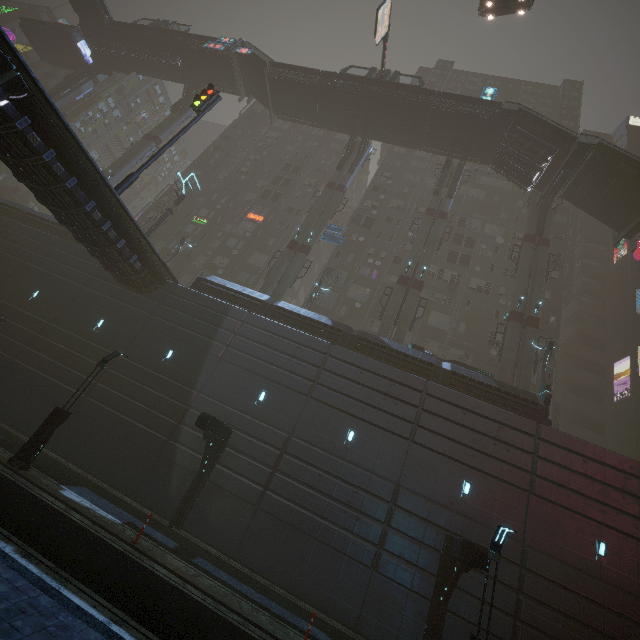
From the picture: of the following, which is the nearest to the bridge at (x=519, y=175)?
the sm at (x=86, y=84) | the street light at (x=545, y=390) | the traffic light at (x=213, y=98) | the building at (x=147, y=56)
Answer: the street light at (x=545, y=390)

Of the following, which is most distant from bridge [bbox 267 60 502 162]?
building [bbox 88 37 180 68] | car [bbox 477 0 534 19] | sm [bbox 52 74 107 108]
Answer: building [bbox 88 37 180 68]

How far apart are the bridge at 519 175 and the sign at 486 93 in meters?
3.8

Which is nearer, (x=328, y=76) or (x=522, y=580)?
(x=522, y=580)

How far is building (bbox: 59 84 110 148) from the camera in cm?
5569

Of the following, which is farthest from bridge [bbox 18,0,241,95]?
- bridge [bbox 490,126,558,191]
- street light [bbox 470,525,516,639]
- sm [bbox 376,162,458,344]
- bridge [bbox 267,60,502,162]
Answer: street light [bbox 470,525,516,639]

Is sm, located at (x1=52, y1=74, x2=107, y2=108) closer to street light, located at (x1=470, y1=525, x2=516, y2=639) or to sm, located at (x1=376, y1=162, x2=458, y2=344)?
sm, located at (x1=376, y1=162, x2=458, y2=344)

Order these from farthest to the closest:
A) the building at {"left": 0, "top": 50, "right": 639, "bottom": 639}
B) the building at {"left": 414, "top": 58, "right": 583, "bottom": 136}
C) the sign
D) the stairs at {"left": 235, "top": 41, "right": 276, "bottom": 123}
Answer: the building at {"left": 414, "top": 58, "right": 583, "bottom": 136} → the stairs at {"left": 235, "top": 41, "right": 276, "bottom": 123} → the sign → the building at {"left": 0, "top": 50, "right": 639, "bottom": 639}
